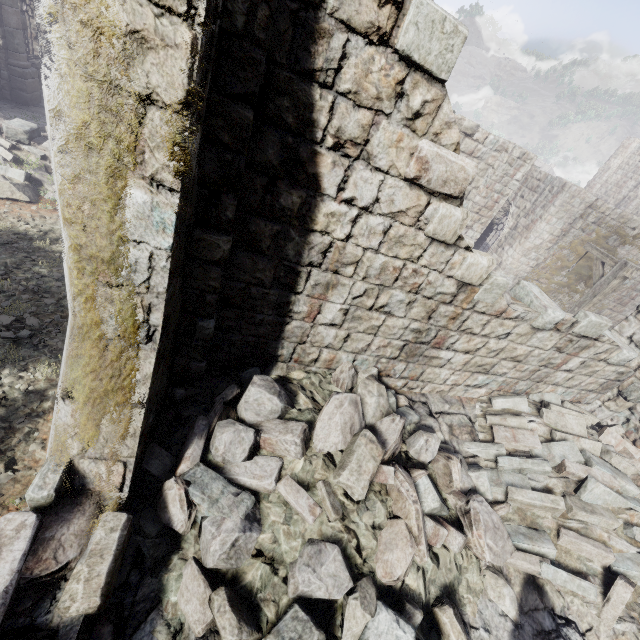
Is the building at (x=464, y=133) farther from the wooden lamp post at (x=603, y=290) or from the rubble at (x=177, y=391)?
the wooden lamp post at (x=603, y=290)

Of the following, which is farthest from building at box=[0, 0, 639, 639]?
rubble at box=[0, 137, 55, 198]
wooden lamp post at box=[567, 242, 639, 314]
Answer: wooden lamp post at box=[567, 242, 639, 314]

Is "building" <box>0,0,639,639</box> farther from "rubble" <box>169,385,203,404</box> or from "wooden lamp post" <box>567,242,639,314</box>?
"wooden lamp post" <box>567,242,639,314</box>

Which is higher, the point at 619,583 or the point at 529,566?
the point at 619,583

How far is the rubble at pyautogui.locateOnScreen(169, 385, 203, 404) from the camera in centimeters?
396cm

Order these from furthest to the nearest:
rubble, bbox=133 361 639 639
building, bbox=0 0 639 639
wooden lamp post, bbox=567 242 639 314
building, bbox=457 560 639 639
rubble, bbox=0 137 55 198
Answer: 1. rubble, bbox=0 137 55 198
2. wooden lamp post, bbox=567 242 639 314
3. building, bbox=457 560 639 639
4. rubble, bbox=133 361 639 639
5. building, bbox=0 0 639 639

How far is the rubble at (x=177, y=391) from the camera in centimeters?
396cm
